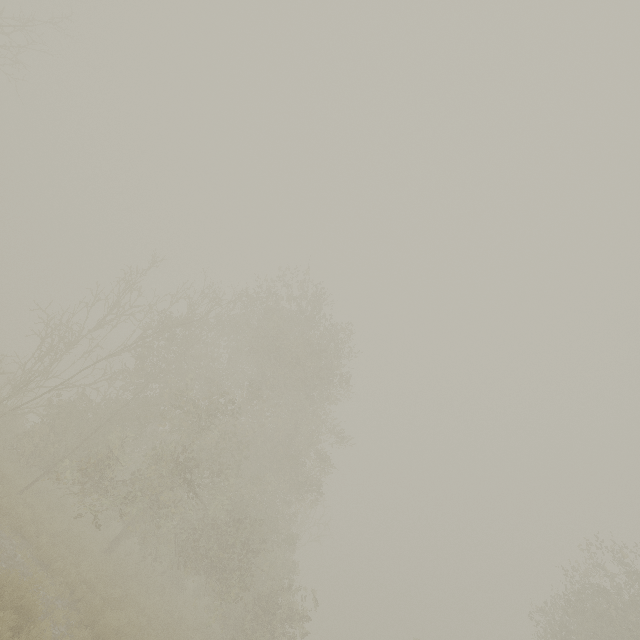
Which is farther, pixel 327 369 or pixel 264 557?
pixel 327 369
